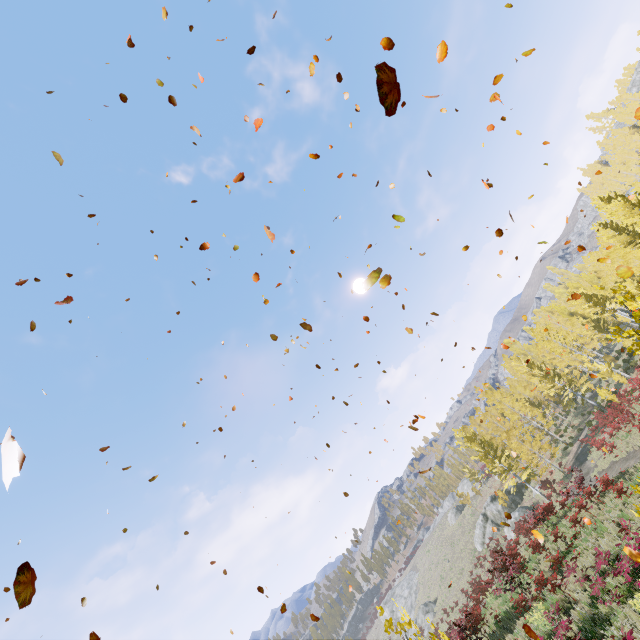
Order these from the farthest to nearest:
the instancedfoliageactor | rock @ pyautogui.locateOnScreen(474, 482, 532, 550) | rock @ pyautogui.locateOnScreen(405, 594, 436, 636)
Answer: rock @ pyautogui.locateOnScreen(405, 594, 436, 636) → rock @ pyautogui.locateOnScreen(474, 482, 532, 550) → the instancedfoliageactor

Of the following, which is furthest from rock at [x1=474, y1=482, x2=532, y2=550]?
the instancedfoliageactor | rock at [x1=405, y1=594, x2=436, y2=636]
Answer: rock at [x1=405, y1=594, x2=436, y2=636]

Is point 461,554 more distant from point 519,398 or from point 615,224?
point 615,224

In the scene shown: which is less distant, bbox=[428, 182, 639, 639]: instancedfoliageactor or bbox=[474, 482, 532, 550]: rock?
bbox=[428, 182, 639, 639]: instancedfoliageactor

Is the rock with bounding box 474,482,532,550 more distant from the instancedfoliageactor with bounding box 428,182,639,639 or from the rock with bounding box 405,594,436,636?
the rock with bounding box 405,594,436,636

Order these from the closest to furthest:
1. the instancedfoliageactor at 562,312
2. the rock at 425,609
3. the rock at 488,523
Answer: the instancedfoliageactor at 562,312 < the rock at 488,523 < the rock at 425,609

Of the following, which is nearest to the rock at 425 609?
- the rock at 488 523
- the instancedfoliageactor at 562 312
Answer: the rock at 488 523
